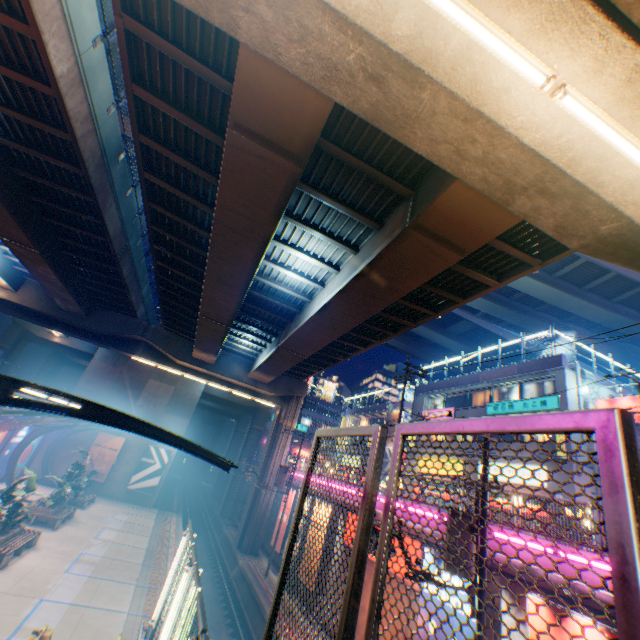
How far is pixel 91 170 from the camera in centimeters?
1327cm

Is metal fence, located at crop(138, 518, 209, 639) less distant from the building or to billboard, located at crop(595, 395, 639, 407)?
the building

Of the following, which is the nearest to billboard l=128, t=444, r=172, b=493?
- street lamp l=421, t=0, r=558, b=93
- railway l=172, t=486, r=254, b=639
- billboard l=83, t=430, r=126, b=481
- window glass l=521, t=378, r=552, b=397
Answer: billboard l=83, t=430, r=126, b=481

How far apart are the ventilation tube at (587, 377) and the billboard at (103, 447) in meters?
39.3 m

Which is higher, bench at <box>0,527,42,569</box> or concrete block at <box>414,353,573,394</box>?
concrete block at <box>414,353,573,394</box>

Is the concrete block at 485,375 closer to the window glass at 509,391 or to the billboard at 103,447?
the window glass at 509,391

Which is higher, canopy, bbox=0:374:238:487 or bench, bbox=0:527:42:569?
canopy, bbox=0:374:238:487

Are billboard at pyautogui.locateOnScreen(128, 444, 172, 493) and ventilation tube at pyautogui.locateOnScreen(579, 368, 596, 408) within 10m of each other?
no
